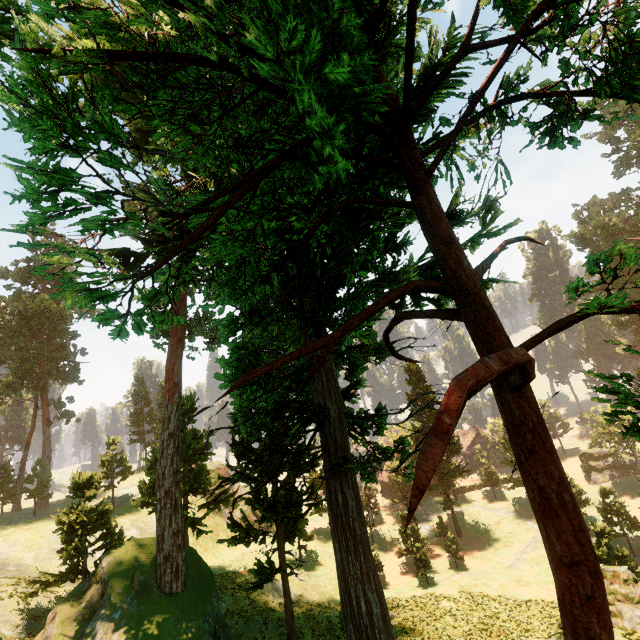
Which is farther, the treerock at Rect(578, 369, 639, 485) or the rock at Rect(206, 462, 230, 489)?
the rock at Rect(206, 462, 230, 489)

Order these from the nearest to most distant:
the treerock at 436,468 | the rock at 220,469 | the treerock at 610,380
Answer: the treerock at 436,468, the treerock at 610,380, the rock at 220,469

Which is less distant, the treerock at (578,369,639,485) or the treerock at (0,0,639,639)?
the treerock at (0,0,639,639)

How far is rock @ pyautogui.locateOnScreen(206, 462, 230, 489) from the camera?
46.9m

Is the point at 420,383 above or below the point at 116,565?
above

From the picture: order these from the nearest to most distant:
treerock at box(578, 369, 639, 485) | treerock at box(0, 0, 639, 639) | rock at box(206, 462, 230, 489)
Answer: treerock at box(0, 0, 639, 639), treerock at box(578, 369, 639, 485), rock at box(206, 462, 230, 489)

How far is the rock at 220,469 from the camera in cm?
4686
